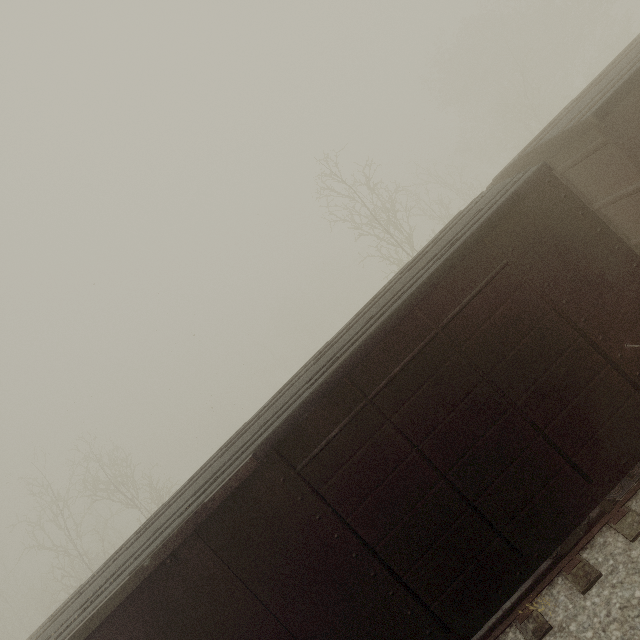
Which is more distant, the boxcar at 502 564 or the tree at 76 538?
the tree at 76 538

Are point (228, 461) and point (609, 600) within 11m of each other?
yes

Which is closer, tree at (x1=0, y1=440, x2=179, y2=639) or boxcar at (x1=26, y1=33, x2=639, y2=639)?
boxcar at (x1=26, y1=33, x2=639, y2=639)

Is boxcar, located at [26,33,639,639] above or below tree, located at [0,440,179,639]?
below

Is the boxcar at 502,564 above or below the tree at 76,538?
below
